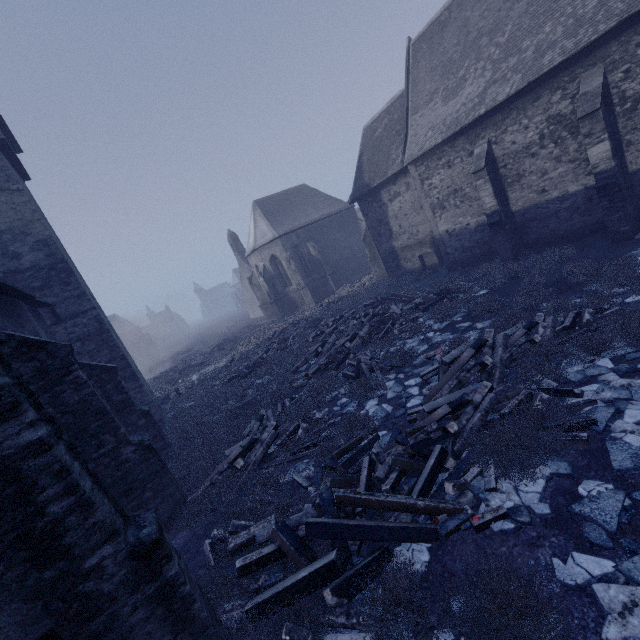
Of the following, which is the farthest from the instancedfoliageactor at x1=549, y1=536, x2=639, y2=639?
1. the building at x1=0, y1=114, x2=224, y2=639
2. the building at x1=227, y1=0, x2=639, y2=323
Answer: the building at x1=0, y1=114, x2=224, y2=639

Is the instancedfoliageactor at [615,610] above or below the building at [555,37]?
below

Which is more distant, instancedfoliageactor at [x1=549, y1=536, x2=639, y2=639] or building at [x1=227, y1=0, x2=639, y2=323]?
building at [x1=227, y1=0, x2=639, y2=323]

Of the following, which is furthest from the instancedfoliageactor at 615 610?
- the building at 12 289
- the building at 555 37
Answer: the building at 12 289

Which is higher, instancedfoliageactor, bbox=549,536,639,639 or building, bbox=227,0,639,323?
building, bbox=227,0,639,323

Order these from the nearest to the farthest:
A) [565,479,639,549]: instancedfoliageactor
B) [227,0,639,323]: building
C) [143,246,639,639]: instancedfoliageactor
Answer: [565,479,639,549]: instancedfoliageactor → [143,246,639,639]: instancedfoliageactor → [227,0,639,323]: building

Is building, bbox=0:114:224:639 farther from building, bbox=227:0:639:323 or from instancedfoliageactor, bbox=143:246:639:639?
building, bbox=227:0:639:323

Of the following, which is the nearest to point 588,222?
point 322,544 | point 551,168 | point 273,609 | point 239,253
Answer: point 551,168
